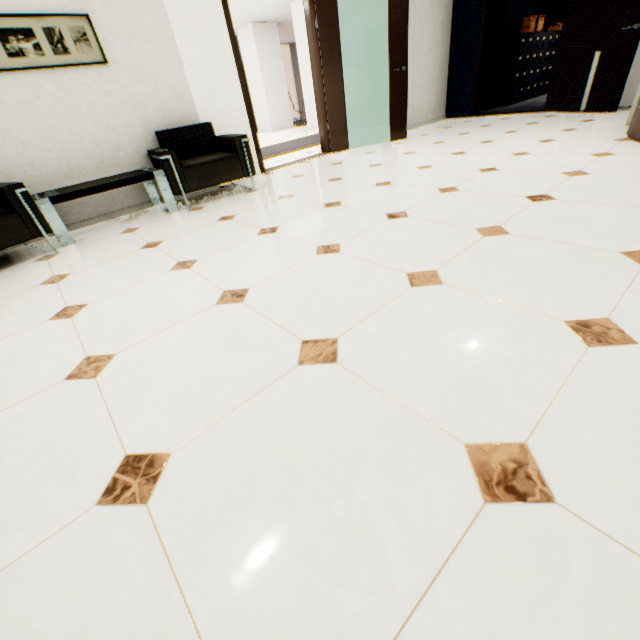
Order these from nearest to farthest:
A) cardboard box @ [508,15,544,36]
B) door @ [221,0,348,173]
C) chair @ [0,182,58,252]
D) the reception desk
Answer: chair @ [0,182,58,252], the reception desk, door @ [221,0,348,173], cardboard box @ [508,15,544,36]

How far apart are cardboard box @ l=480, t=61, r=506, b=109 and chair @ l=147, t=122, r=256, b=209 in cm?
698

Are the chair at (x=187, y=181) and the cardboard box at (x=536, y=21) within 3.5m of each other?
no

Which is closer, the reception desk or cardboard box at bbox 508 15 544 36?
the reception desk

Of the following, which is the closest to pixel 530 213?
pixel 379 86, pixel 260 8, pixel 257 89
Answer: pixel 379 86

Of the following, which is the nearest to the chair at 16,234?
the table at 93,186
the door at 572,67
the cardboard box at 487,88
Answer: the table at 93,186

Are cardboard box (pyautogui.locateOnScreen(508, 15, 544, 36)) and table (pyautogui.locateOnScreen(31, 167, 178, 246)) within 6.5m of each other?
no

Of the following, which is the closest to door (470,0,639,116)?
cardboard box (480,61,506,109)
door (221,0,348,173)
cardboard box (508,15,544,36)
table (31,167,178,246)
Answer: cardboard box (480,61,506,109)
